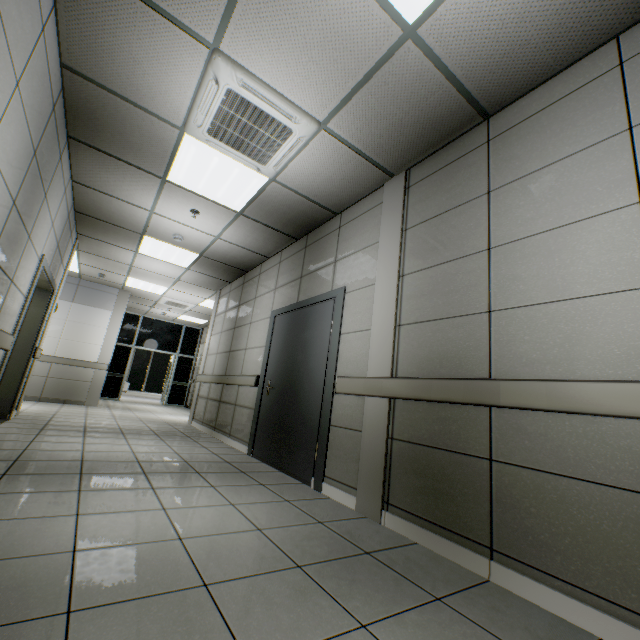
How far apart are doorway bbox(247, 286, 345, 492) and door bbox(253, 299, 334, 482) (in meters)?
0.01

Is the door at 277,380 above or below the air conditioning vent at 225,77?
below

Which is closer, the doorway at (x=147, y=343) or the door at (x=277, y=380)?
the door at (x=277, y=380)

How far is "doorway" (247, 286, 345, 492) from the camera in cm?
330

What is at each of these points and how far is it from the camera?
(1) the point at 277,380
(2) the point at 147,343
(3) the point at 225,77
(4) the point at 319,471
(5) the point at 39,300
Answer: (1) door, 4.5 meters
(2) doorway, 12.5 meters
(3) air conditioning vent, 2.5 meters
(4) doorway, 3.3 meters
(5) door, 5.2 meters

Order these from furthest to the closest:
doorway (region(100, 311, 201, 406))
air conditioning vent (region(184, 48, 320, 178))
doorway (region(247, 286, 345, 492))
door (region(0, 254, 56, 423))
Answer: doorway (region(100, 311, 201, 406)) → door (region(0, 254, 56, 423)) → doorway (region(247, 286, 345, 492)) → air conditioning vent (region(184, 48, 320, 178))

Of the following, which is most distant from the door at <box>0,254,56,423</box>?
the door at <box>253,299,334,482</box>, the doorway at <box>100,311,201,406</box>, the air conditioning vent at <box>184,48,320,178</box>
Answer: the doorway at <box>100,311,201,406</box>

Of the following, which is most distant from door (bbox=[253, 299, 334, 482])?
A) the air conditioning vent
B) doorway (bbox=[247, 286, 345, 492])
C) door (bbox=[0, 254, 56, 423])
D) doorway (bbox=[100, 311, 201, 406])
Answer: doorway (bbox=[100, 311, 201, 406])
